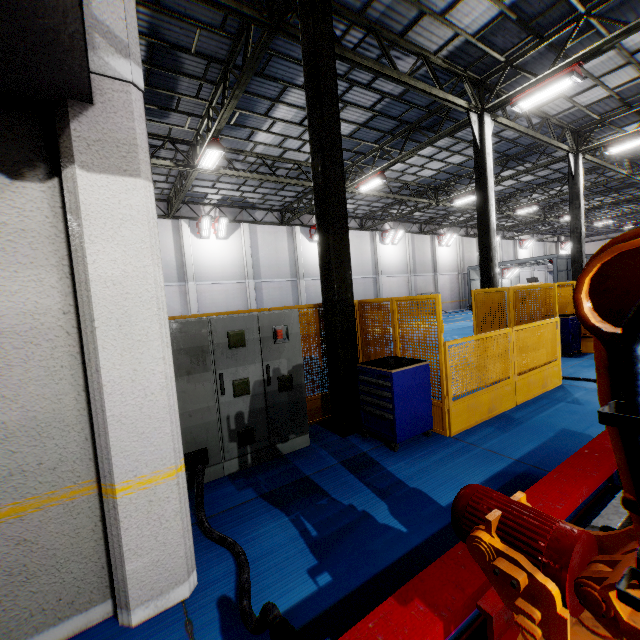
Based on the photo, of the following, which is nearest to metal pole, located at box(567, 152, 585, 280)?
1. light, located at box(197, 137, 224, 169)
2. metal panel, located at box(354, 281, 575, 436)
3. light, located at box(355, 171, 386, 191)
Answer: metal panel, located at box(354, 281, 575, 436)

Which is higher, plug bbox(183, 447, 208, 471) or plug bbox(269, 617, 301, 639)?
plug bbox(269, 617, 301, 639)

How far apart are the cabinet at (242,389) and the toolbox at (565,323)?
8.7 meters

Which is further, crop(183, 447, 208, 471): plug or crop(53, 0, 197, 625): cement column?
crop(183, 447, 208, 471): plug

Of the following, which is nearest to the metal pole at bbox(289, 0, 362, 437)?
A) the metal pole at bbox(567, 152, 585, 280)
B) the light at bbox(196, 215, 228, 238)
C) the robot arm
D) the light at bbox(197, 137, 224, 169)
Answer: the robot arm

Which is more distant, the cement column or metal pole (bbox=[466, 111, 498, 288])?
metal pole (bbox=[466, 111, 498, 288])

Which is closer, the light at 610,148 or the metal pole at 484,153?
the metal pole at 484,153

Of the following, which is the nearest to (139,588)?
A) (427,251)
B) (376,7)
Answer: (376,7)
